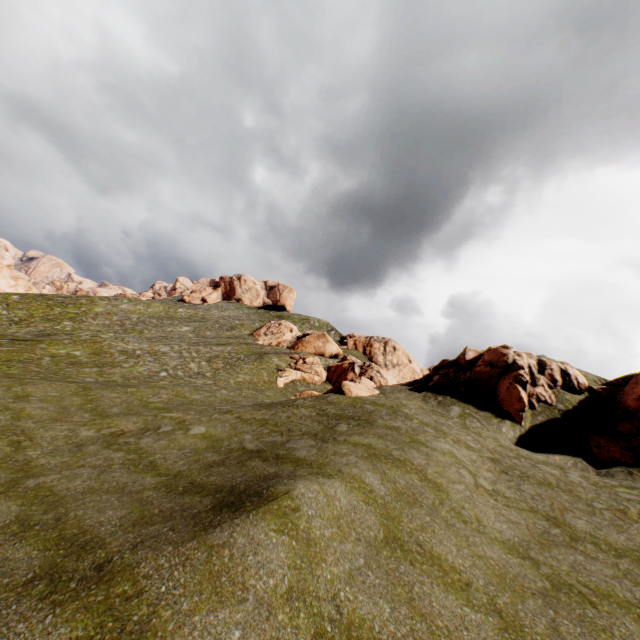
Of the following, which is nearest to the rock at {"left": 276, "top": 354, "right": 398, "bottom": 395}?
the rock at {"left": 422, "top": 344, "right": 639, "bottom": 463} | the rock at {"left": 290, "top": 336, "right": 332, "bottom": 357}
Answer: the rock at {"left": 422, "top": 344, "right": 639, "bottom": 463}

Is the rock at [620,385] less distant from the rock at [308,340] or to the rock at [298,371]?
the rock at [298,371]

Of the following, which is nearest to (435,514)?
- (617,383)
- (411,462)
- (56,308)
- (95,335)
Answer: (411,462)

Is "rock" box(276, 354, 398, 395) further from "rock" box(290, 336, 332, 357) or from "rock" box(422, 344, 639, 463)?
"rock" box(290, 336, 332, 357)

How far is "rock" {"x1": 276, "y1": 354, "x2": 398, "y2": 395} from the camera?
23.5m

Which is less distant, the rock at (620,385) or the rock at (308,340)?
the rock at (620,385)

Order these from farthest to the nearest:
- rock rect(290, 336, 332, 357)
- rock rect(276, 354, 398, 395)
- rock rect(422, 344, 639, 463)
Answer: rock rect(290, 336, 332, 357)
rock rect(276, 354, 398, 395)
rock rect(422, 344, 639, 463)
